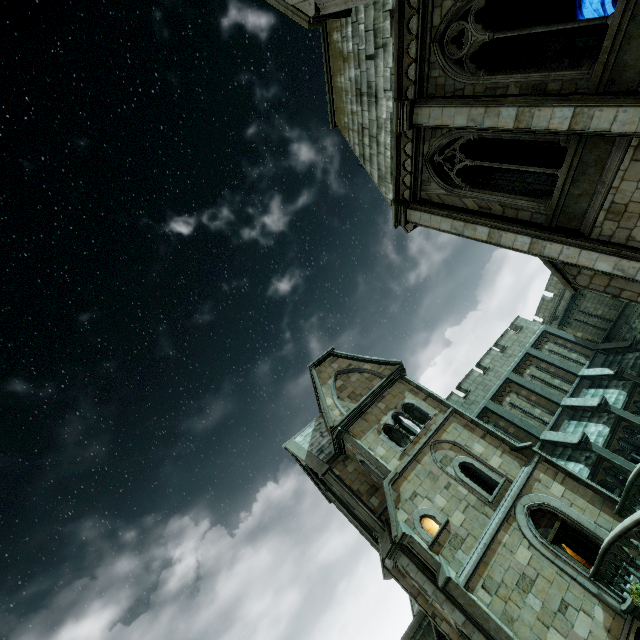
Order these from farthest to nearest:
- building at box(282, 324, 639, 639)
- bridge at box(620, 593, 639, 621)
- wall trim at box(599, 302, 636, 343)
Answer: wall trim at box(599, 302, 636, 343), building at box(282, 324, 639, 639), bridge at box(620, 593, 639, 621)

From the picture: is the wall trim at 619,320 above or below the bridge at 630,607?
above

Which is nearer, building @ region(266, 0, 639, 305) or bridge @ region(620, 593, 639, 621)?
building @ region(266, 0, 639, 305)

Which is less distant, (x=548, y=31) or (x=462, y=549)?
(x=548, y=31)

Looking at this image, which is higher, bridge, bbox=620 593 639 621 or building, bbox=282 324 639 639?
building, bbox=282 324 639 639

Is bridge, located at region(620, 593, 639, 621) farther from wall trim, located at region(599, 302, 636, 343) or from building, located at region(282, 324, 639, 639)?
wall trim, located at region(599, 302, 636, 343)

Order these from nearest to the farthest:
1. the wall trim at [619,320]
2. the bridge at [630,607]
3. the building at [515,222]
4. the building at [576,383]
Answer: the building at [515,222] < the bridge at [630,607] < the building at [576,383] < the wall trim at [619,320]

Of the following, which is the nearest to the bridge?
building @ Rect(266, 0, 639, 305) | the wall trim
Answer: building @ Rect(266, 0, 639, 305)
